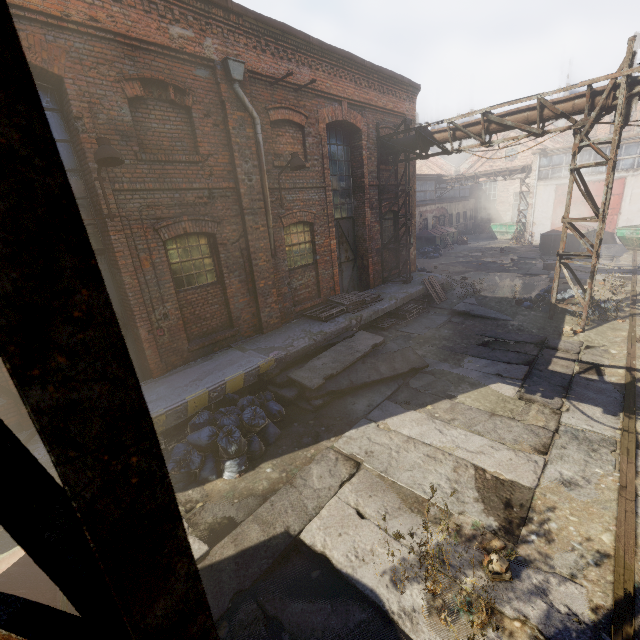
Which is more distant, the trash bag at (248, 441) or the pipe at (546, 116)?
the pipe at (546, 116)

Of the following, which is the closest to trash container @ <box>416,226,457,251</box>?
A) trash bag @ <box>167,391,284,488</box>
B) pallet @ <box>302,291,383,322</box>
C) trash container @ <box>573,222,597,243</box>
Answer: trash container @ <box>573,222,597,243</box>

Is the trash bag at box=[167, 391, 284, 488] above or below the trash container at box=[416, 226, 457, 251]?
below

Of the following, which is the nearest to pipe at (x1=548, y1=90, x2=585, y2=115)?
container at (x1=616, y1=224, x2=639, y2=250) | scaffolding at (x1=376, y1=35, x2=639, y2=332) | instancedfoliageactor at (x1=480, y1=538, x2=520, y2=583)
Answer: scaffolding at (x1=376, y1=35, x2=639, y2=332)

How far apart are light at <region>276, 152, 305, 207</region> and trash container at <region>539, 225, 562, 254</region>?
19.3 meters

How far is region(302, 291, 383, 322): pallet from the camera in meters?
9.9 m

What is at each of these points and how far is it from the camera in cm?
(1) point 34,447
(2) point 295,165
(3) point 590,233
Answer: (1) building, 512
(2) light, 795
(3) trash container, 2003

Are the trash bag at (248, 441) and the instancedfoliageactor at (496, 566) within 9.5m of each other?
yes
